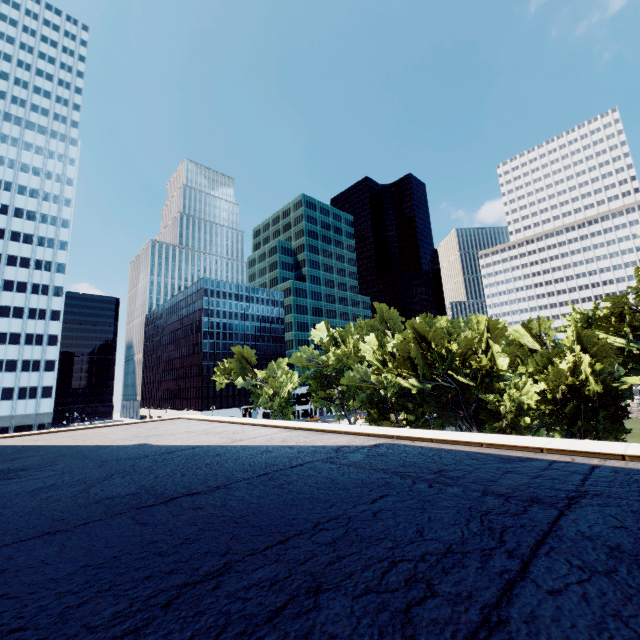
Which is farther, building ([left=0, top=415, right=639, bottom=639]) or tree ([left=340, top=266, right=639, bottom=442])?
tree ([left=340, top=266, right=639, bottom=442])

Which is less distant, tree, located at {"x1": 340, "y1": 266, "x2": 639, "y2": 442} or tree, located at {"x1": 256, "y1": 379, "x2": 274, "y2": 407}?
tree, located at {"x1": 340, "y1": 266, "x2": 639, "y2": 442}

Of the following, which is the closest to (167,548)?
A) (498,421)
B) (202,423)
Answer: (202,423)

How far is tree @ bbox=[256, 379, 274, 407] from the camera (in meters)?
57.07

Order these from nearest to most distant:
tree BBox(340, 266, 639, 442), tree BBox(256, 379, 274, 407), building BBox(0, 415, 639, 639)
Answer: building BBox(0, 415, 639, 639), tree BBox(340, 266, 639, 442), tree BBox(256, 379, 274, 407)

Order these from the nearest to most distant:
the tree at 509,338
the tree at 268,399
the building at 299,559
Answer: the building at 299,559, the tree at 509,338, the tree at 268,399

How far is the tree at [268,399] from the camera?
57.07m
